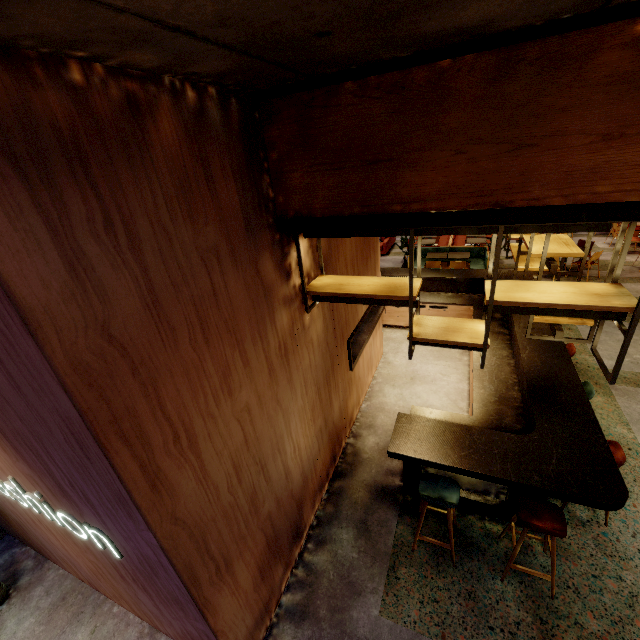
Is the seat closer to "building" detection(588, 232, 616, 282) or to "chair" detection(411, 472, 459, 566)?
"building" detection(588, 232, 616, 282)

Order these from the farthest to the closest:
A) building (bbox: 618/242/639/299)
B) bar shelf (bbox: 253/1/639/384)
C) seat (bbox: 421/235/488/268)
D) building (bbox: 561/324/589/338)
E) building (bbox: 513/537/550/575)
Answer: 1. seat (bbox: 421/235/488/268)
2. building (bbox: 618/242/639/299)
3. building (bbox: 561/324/589/338)
4. building (bbox: 513/537/550/575)
5. bar shelf (bbox: 253/1/639/384)

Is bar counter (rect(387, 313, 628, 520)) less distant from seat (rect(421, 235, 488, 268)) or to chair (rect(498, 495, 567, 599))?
chair (rect(498, 495, 567, 599))

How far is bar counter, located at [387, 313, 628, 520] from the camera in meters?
3.0 m

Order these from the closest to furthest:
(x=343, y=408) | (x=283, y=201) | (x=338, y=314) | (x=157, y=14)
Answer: (x=157, y=14) → (x=283, y=201) → (x=338, y=314) → (x=343, y=408)

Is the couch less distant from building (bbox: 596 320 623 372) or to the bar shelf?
building (bbox: 596 320 623 372)

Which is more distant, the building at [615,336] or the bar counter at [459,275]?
the bar counter at [459,275]

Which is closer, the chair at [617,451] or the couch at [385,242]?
the chair at [617,451]
